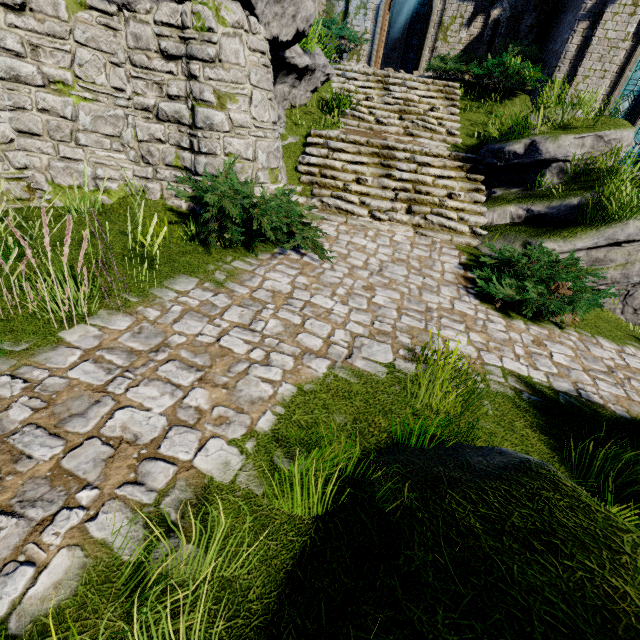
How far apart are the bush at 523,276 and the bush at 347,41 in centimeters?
1035cm

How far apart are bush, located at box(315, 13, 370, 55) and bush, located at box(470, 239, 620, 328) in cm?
1035

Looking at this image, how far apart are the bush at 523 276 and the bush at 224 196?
2.99m

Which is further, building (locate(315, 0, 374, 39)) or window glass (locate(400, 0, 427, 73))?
window glass (locate(400, 0, 427, 73))

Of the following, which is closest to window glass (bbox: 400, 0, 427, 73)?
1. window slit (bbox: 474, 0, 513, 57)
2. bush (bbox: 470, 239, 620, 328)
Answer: window slit (bbox: 474, 0, 513, 57)

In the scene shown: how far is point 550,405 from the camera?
3.82m

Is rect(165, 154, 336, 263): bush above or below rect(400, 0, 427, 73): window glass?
below

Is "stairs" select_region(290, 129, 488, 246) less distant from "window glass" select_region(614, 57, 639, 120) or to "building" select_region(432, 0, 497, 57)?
"building" select_region(432, 0, 497, 57)
